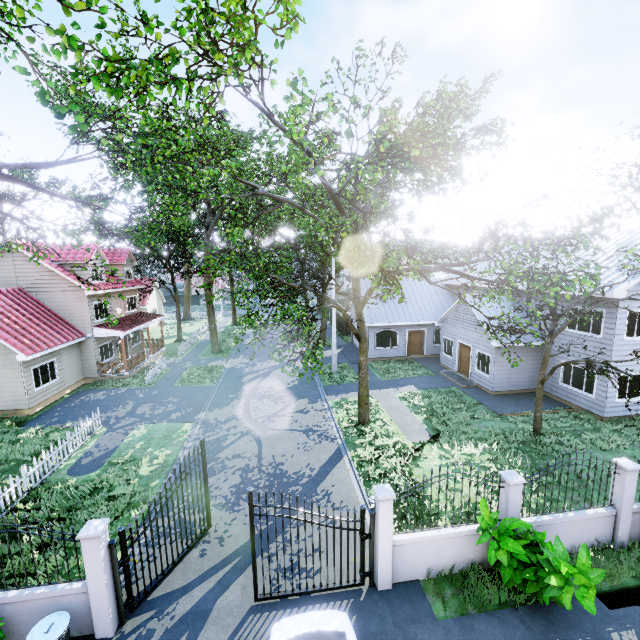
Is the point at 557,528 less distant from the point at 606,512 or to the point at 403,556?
the point at 606,512

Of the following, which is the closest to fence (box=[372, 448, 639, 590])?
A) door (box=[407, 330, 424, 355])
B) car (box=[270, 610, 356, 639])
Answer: car (box=[270, 610, 356, 639])

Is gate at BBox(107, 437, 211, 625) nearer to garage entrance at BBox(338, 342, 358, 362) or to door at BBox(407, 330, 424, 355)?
garage entrance at BBox(338, 342, 358, 362)

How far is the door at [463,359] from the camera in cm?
2089

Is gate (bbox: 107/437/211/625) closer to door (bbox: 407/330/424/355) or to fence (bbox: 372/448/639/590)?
fence (bbox: 372/448/639/590)

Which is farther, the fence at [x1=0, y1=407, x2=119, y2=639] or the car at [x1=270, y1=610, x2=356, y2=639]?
the fence at [x1=0, y1=407, x2=119, y2=639]

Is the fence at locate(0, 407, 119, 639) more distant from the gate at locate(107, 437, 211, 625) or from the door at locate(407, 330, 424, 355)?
the door at locate(407, 330, 424, 355)

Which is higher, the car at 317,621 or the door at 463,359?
the door at 463,359
